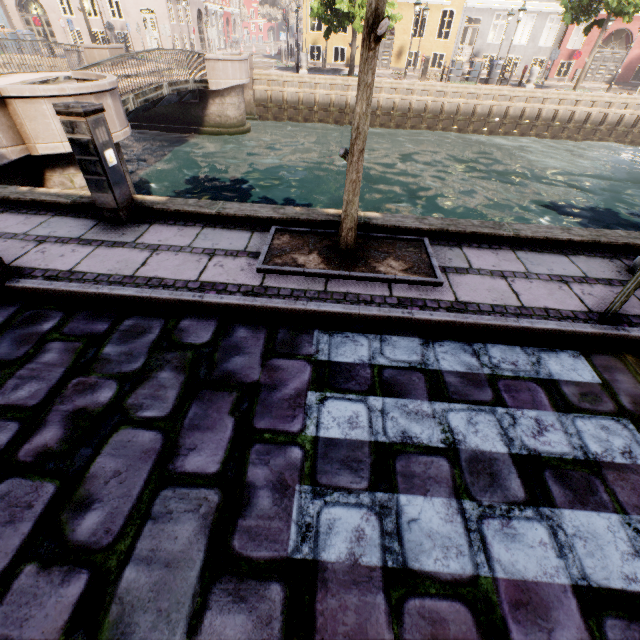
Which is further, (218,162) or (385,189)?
(218,162)

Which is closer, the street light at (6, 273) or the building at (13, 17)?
the street light at (6, 273)

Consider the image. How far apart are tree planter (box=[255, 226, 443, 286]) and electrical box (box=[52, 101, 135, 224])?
1.9m

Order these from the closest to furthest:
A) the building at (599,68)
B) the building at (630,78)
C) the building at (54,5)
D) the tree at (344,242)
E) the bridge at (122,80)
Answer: the tree at (344,242) < the bridge at (122,80) < the building at (599,68) < the building at (630,78) < the building at (54,5)

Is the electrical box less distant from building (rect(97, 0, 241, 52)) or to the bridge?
the bridge

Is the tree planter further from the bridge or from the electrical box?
the bridge

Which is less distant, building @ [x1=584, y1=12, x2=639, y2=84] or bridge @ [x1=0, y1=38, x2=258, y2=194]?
bridge @ [x1=0, y1=38, x2=258, y2=194]

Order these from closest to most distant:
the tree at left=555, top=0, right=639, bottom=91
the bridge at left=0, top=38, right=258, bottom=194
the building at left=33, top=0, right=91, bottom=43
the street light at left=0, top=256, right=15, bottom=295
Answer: the street light at left=0, top=256, right=15, bottom=295
the bridge at left=0, top=38, right=258, bottom=194
the tree at left=555, top=0, right=639, bottom=91
the building at left=33, top=0, right=91, bottom=43
